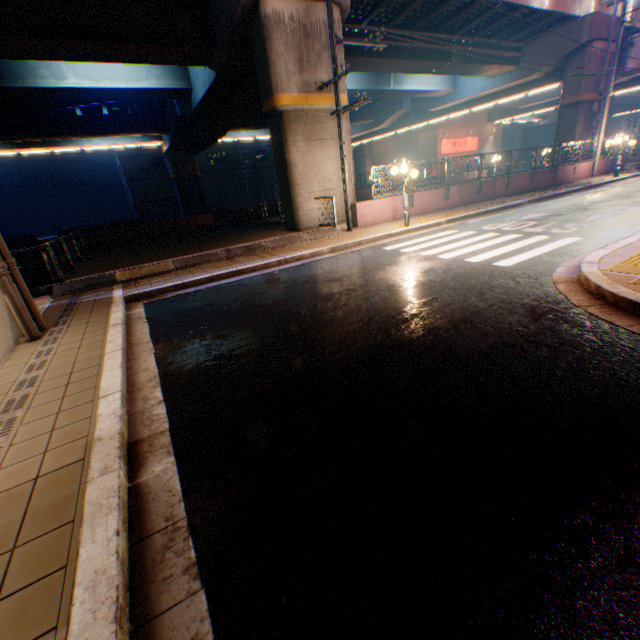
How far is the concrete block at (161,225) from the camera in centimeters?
1791cm

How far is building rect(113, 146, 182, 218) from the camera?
43.6m

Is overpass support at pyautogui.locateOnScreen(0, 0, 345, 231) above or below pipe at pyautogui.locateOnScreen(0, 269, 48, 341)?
above

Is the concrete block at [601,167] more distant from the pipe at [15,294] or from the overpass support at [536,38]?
the pipe at [15,294]

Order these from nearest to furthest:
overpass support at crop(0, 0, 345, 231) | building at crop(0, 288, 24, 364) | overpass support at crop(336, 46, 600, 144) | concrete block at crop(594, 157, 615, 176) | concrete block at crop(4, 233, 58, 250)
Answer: building at crop(0, 288, 24, 364)
overpass support at crop(0, 0, 345, 231)
concrete block at crop(4, 233, 58, 250)
overpass support at crop(336, 46, 600, 144)
concrete block at crop(594, 157, 615, 176)

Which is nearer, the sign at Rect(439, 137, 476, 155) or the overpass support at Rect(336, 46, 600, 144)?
the overpass support at Rect(336, 46, 600, 144)

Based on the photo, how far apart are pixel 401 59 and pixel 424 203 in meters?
10.2

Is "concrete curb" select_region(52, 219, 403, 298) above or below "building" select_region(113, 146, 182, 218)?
below
